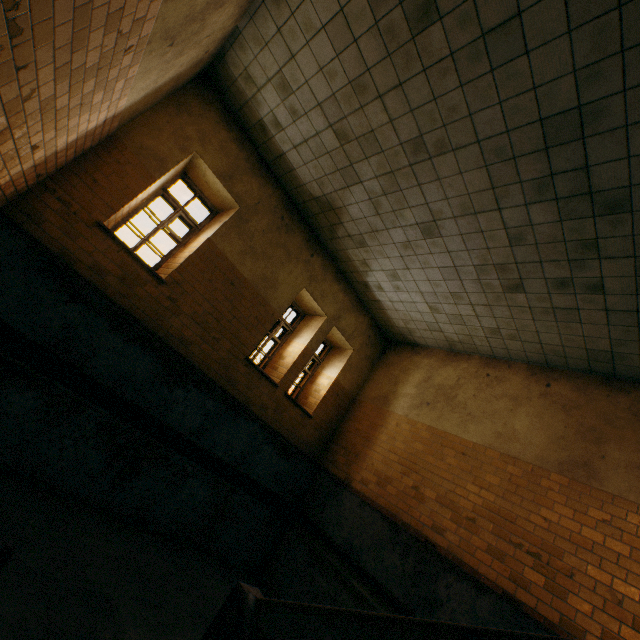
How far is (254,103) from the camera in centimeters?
555cm
